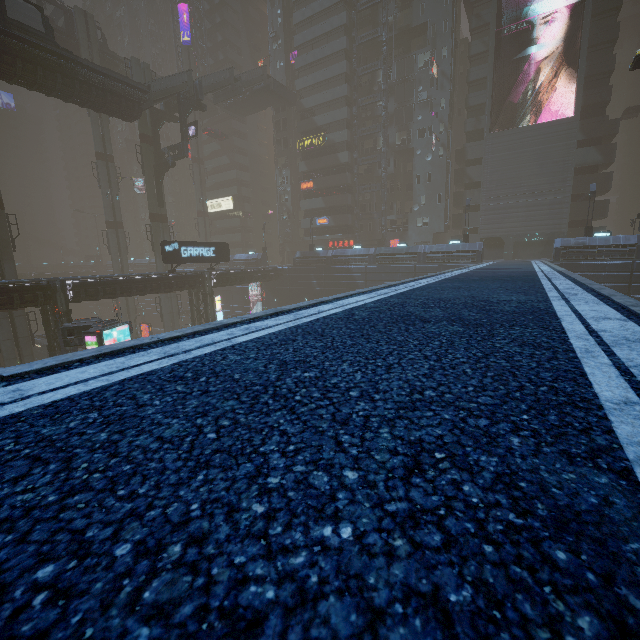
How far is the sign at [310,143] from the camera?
49.3m

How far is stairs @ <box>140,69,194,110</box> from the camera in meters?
32.8

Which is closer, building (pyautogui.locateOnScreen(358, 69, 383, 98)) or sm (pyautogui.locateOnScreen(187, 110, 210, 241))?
building (pyautogui.locateOnScreen(358, 69, 383, 98))

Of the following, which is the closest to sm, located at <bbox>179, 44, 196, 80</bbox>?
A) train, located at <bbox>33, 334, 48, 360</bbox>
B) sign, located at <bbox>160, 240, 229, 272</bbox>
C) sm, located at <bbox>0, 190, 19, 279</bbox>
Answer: train, located at <bbox>33, 334, 48, 360</bbox>

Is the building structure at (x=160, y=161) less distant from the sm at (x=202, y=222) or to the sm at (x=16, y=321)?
the sm at (x=202, y=222)

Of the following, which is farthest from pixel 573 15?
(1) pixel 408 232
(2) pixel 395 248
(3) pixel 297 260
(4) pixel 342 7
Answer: (3) pixel 297 260

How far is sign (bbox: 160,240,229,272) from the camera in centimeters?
2862cm

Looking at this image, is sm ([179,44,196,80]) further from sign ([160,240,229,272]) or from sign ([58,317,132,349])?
sign ([58,317,132,349])
